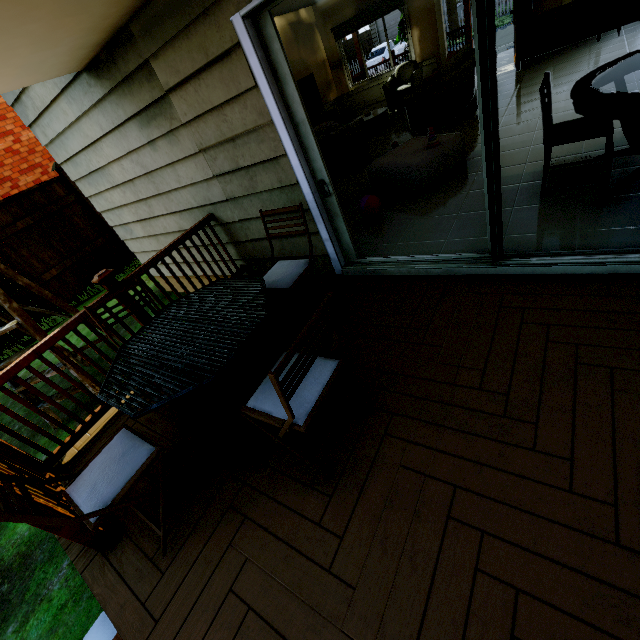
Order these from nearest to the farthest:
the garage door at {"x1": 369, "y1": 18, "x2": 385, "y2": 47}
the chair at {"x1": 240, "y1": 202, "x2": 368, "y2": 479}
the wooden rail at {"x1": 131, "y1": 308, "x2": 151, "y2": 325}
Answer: the chair at {"x1": 240, "y1": 202, "x2": 368, "y2": 479}, the wooden rail at {"x1": 131, "y1": 308, "x2": 151, "y2": 325}, the garage door at {"x1": 369, "y1": 18, "x2": 385, "y2": 47}

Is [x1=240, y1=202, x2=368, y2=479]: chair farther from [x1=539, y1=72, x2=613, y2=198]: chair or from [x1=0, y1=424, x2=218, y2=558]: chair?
[x1=539, y1=72, x2=613, y2=198]: chair

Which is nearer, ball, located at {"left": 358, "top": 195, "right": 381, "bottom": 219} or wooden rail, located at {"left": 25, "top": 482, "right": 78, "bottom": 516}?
wooden rail, located at {"left": 25, "top": 482, "right": 78, "bottom": 516}

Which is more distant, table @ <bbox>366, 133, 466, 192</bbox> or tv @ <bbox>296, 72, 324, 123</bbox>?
tv @ <bbox>296, 72, 324, 123</bbox>

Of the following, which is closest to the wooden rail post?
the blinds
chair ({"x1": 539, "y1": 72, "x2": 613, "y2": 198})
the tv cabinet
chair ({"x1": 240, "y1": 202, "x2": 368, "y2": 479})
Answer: chair ({"x1": 240, "y1": 202, "x2": 368, "y2": 479})

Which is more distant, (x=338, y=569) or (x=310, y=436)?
(x=310, y=436)

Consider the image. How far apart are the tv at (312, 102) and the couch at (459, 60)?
2.8 meters

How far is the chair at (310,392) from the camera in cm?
134
